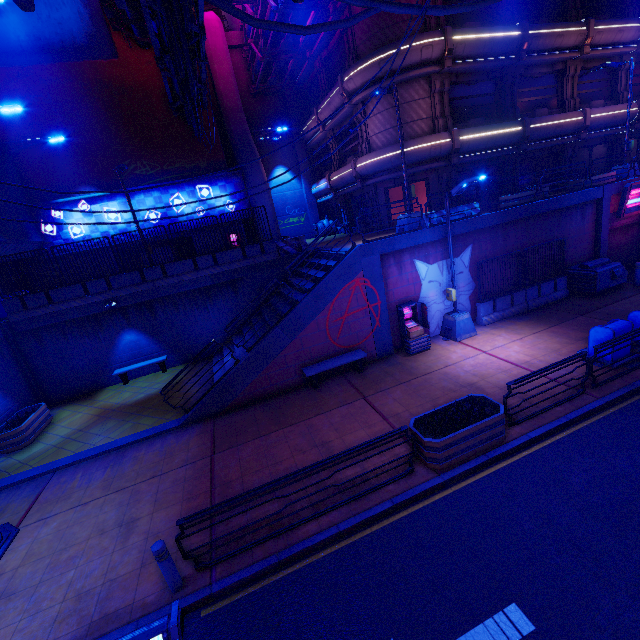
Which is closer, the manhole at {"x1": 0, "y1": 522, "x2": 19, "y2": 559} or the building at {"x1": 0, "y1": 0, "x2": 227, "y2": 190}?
the manhole at {"x1": 0, "y1": 522, "x2": 19, "y2": 559}

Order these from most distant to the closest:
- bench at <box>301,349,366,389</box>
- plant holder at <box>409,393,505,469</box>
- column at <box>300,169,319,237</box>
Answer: column at <box>300,169,319,237</box> → bench at <box>301,349,366,389</box> → plant holder at <box>409,393,505,469</box>

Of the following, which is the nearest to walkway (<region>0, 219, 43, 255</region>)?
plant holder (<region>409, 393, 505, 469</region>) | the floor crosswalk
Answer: the floor crosswalk

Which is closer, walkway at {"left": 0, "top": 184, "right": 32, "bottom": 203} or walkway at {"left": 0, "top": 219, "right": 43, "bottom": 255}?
walkway at {"left": 0, "top": 219, "right": 43, "bottom": 255}

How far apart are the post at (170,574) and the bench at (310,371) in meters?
6.5 m

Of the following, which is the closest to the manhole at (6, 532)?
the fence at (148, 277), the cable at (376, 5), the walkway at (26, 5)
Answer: the walkway at (26, 5)

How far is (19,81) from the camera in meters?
17.8

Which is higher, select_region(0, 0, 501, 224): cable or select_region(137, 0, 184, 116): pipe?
select_region(137, 0, 184, 116): pipe
